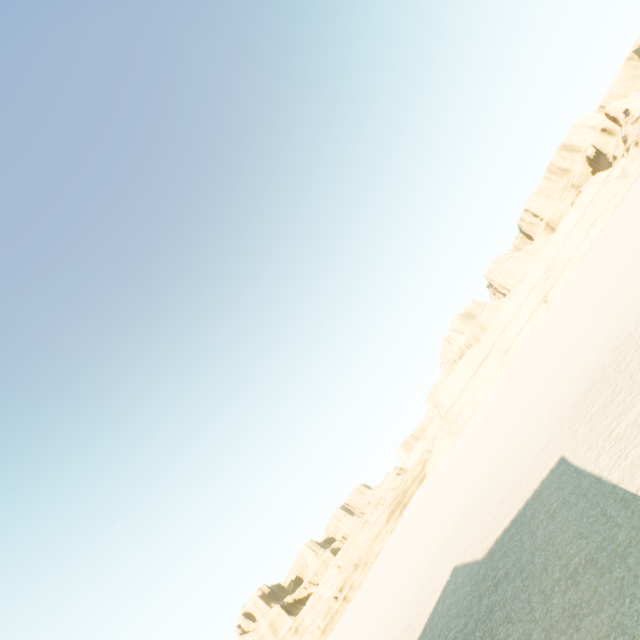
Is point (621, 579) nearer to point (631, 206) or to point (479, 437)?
point (479, 437)
